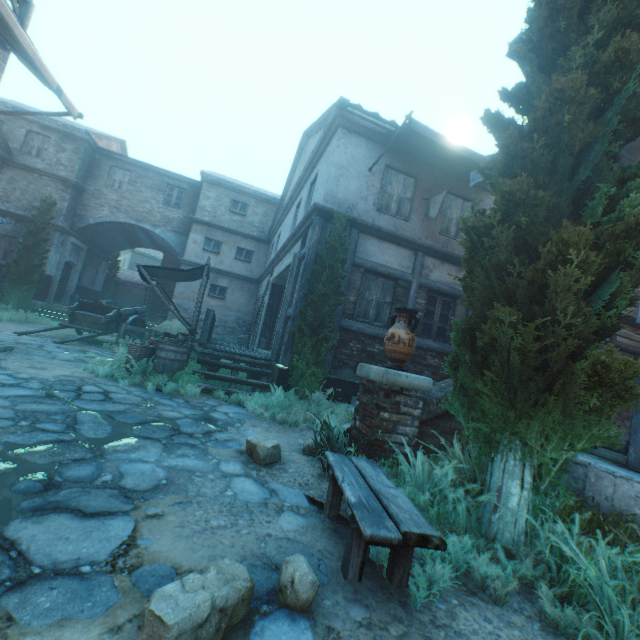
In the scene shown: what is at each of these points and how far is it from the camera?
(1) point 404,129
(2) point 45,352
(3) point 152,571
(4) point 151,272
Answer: (1) awning, 7.5m
(2) ground stones, 8.0m
(3) ground stones, 1.9m
(4) awning, 8.3m

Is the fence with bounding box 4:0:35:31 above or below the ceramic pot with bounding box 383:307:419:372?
above

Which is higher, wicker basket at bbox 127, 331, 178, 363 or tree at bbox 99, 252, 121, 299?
tree at bbox 99, 252, 121, 299

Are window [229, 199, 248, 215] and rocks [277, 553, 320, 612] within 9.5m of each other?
no

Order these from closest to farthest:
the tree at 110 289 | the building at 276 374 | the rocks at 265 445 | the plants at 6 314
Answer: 1. the rocks at 265 445
2. the building at 276 374
3. the plants at 6 314
4. the tree at 110 289

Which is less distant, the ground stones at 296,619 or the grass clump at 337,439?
the ground stones at 296,619

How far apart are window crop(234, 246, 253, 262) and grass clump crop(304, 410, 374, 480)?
15.9 meters

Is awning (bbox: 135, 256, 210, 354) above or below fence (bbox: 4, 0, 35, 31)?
below
